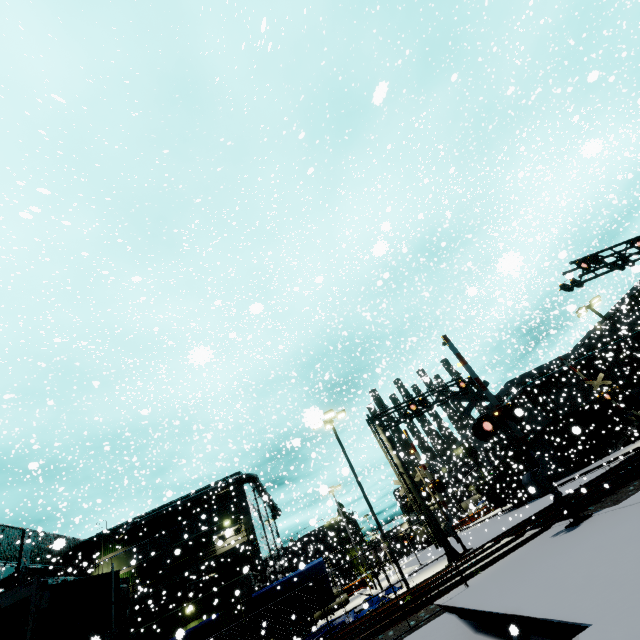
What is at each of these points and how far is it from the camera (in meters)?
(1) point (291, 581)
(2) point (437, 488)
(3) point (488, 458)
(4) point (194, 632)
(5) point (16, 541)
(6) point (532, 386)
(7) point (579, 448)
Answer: (1) tarp, 16.86
(2) railroad crossing gate, 20.30
(3) building, 49.47
(4) tarp, 15.73
(5) building, 25.06
(6) pipe, 37.06
(7) building, 10.43

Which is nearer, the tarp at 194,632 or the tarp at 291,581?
Answer: the tarp at 194,632

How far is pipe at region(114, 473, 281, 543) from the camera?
31.3m

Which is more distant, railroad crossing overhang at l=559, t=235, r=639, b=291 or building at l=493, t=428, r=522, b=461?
building at l=493, t=428, r=522, b=461

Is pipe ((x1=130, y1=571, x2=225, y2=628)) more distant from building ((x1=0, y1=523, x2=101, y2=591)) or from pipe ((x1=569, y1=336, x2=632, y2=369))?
pipe ((x1=569, y1=336, x2=632, y2=369))

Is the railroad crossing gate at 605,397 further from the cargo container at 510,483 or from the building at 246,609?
the building at 246,609

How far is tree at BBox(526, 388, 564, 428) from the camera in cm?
3516

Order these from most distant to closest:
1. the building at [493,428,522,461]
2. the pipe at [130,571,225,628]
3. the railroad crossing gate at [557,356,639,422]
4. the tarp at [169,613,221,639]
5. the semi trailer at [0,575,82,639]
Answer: the building at [493,428,522,461] < the pipe at [130,571,225,628] < the railroad crossing gate at [557,356,639,422] < the tarp at [169,613,221,639] < the semi trailer at [0,575,82,639]
